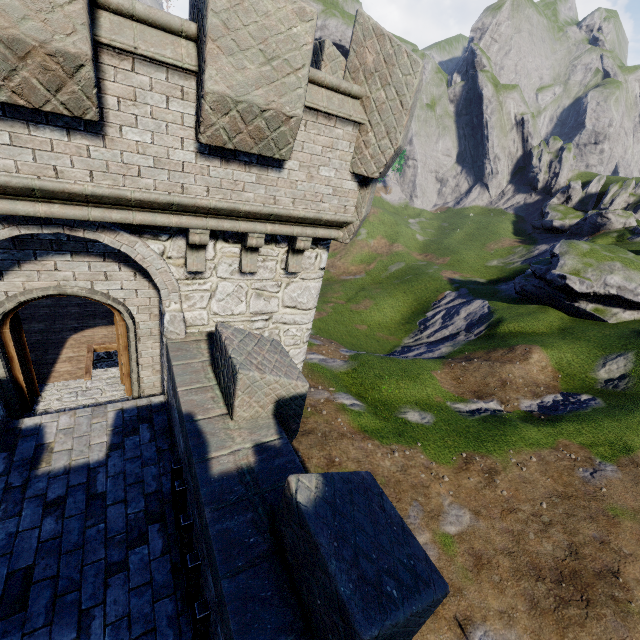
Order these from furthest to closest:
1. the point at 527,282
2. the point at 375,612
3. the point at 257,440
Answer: the point at 527,282
the point at 257,440
the point at 375,612
